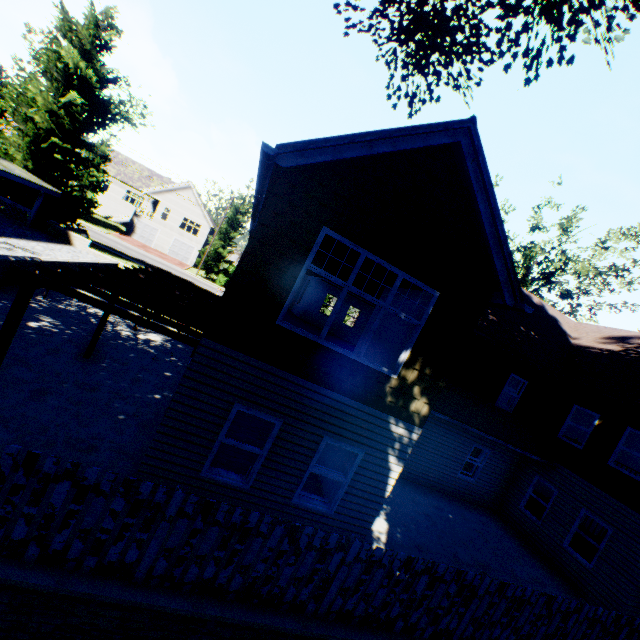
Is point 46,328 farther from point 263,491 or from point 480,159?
point 480,159

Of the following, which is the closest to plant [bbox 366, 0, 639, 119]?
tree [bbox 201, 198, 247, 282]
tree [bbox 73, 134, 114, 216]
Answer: tree [bbox 73, 134, 114, 216]

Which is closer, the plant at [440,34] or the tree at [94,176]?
the plant at [440,34]

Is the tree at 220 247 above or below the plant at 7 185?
above

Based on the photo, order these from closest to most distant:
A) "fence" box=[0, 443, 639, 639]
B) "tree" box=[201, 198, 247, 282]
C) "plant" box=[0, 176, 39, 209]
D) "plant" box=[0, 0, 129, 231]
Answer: "fence" box=[0, 443, 639, 639], "plant" box=[0, 0, 129, 231], "plant" box=[0, 176, 39, 209], "tree" box=[201, 198, 247, 282]

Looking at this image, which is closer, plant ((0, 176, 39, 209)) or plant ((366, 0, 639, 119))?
plant ((366, 0, 639, 119))

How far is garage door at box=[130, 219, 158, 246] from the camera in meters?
46.8

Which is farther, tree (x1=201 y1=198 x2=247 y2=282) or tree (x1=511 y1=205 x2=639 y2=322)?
tree (x1=201 y1=198 x2=247 y2=282)
